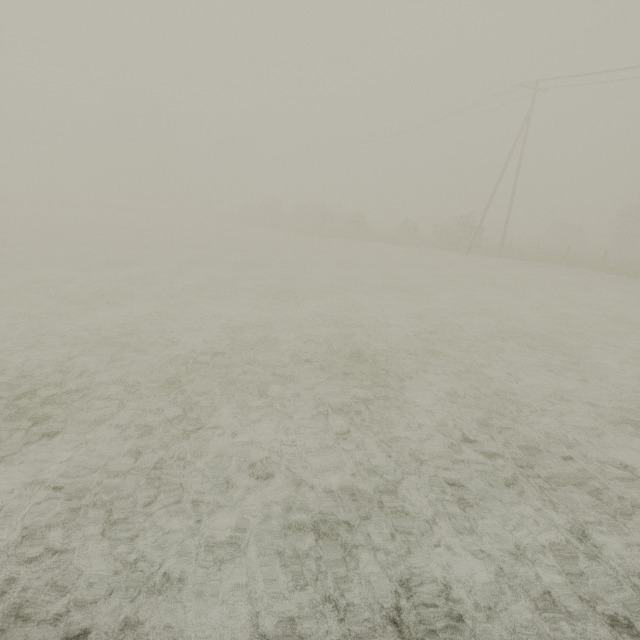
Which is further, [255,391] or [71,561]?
[255,391]
